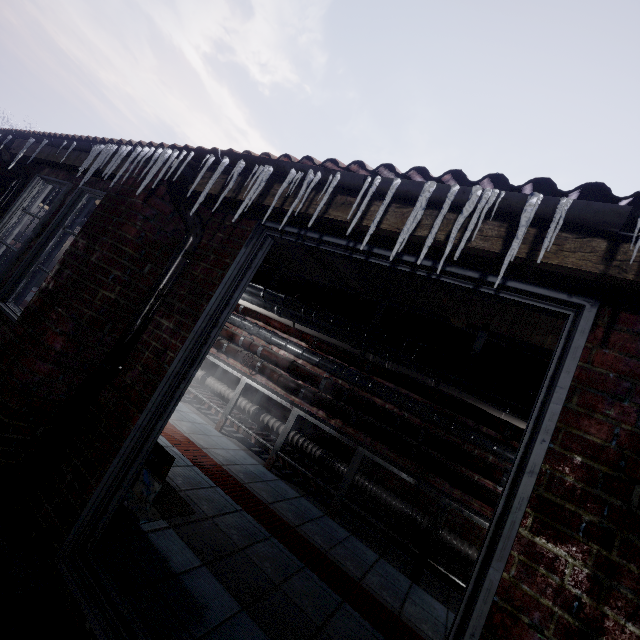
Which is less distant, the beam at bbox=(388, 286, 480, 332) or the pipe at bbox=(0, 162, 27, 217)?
the beam at bbox=(388, 286, 480, 332)

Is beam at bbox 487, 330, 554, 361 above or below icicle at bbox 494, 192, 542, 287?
above

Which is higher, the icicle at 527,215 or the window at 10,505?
the icicle at 527,215

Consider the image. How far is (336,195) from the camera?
1.43m

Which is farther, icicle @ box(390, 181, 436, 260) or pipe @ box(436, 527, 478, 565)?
pipe @ box(436, 527, 478, 565)

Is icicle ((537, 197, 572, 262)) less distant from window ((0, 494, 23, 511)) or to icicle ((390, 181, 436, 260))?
icicle ((390, 181, 436, 260))

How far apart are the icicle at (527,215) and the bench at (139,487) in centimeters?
182cm

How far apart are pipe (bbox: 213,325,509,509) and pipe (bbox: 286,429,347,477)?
0.4m
